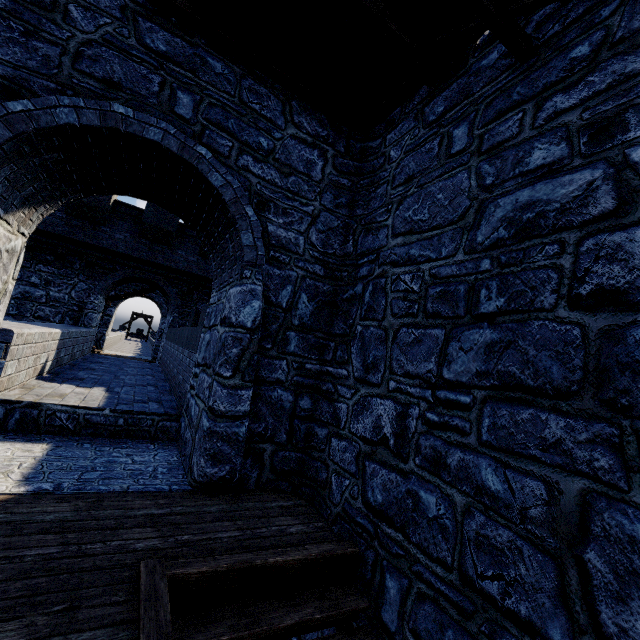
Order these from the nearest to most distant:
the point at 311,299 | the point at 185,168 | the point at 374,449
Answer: the point at 374,449 → the point at 185,168 → the point at 311,299
